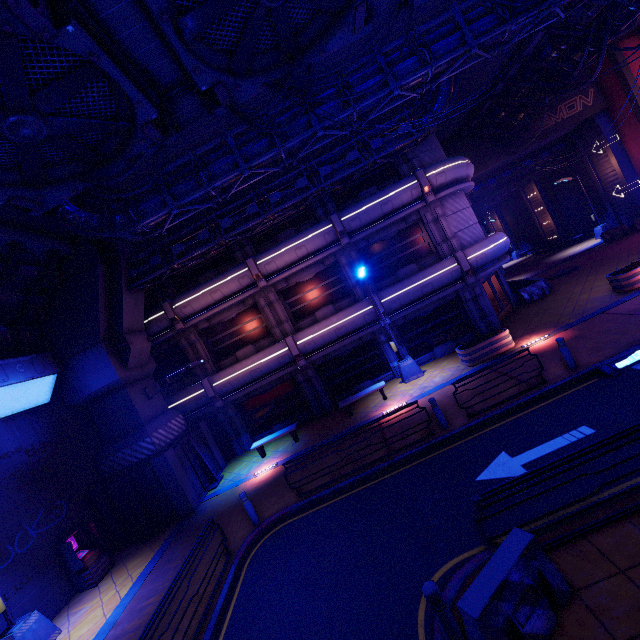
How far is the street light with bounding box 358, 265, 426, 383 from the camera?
15.9m

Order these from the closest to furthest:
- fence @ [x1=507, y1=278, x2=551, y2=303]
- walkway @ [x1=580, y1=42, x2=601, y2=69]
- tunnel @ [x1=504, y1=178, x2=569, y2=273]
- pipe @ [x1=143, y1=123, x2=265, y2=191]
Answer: pipe @ [x1=143, y1=123, x2=265, y2=191], walkway @ [x1=580, y1=42, x2=601, y2=69], fence @ [x1=507, y1=278, x2=551, y2=303], tunnel @ [x1=504, y1=178, x2=569, y2=273]

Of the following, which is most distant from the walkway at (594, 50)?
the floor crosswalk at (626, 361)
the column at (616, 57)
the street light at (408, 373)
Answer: the street light at (408, 373)

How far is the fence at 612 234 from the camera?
24.14m

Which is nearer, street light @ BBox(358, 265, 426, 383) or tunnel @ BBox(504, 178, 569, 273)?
street light @ BBox(358, 265, 426, 383)

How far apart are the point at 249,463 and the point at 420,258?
14.0 meters

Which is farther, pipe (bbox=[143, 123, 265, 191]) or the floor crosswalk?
pipe (bbox=[143, 123, 265, 191])

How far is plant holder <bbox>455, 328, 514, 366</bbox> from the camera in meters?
13.8 m
